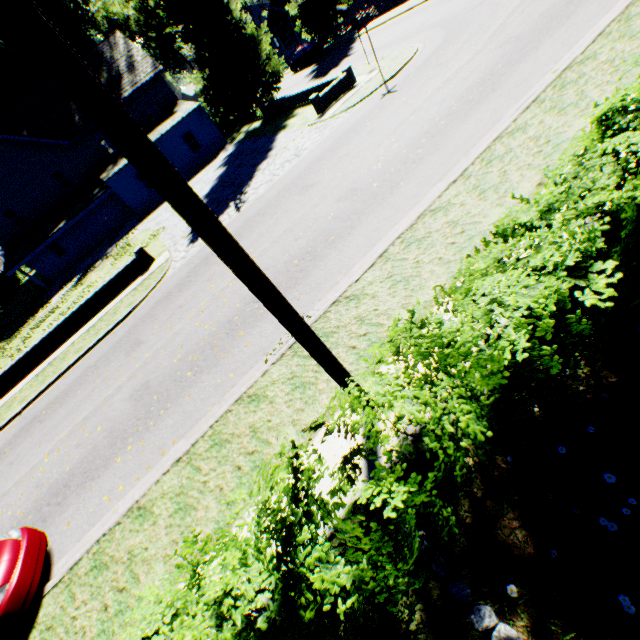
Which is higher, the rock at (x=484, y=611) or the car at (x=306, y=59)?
the car at (x=306, y=59)

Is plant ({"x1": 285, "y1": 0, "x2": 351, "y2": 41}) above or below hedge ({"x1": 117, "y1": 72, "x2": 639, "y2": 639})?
above

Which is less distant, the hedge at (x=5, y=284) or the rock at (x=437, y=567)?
the rock at (x=437, y=567)

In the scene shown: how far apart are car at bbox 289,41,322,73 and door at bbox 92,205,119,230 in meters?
25.5

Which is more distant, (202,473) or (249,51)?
(249,51)

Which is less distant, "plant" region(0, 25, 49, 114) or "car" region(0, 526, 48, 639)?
"car" region(0, 526, 48, 639)

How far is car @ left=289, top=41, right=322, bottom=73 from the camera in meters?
33.6

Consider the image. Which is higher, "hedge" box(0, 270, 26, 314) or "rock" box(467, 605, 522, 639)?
"hedge" box(0, 270, 26, 314)
